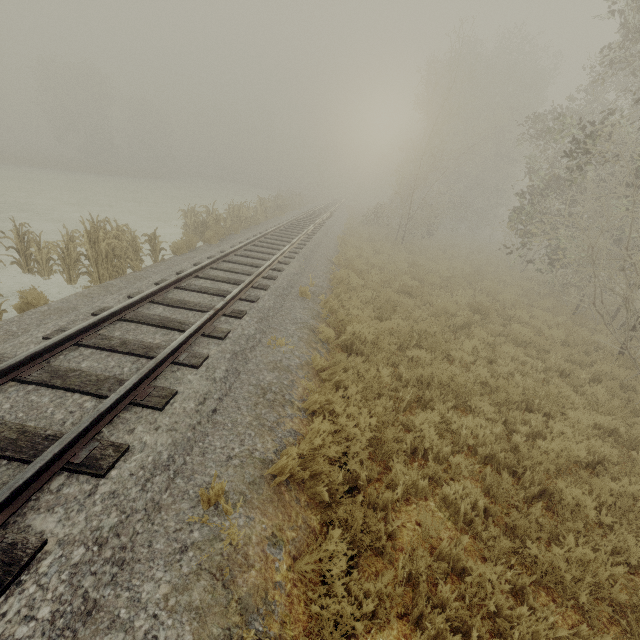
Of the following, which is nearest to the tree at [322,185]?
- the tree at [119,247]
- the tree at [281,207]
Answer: the tree at [281,207]

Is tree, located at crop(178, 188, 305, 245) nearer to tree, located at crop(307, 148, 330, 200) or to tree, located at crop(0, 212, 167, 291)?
tree, located at crop(0, 212, 167, 291)

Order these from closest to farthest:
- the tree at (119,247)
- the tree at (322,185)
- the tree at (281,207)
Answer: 1. the tree at (119,247)
2. the tree at (281,207)
3. the tree at (322,185)

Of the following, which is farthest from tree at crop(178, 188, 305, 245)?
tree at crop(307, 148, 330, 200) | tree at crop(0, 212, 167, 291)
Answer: tree at crop(307, 148, 330, 200)

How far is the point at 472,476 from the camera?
4.7 meters

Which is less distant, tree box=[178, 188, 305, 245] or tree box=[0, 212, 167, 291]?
tree box=[0, 212, 167, 291]

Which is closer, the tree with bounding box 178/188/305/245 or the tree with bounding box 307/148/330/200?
the tree with bounding box 178/188/305/245
